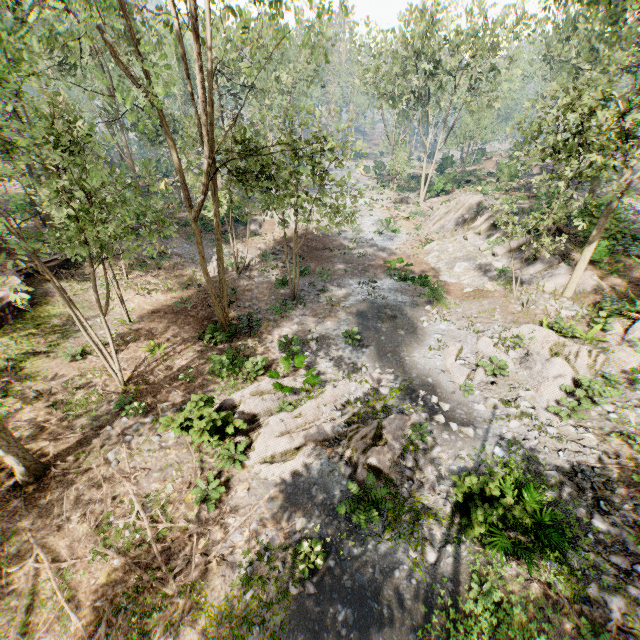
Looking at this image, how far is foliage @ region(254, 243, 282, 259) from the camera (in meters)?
24.17

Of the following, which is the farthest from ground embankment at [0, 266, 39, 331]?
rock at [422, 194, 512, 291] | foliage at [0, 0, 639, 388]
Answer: rock at [422, 194, 512, 291]

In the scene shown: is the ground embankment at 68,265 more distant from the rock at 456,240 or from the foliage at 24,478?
the rock at 456,240

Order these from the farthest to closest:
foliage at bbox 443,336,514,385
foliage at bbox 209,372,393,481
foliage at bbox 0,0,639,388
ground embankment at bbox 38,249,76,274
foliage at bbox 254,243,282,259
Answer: foliage at bbox 254,243,282,259
ground embankment at bbox 38,249,76,274
foliage at bbox 443,336,514,385
foliage at bbox 209,372,393,481
foliage at bbox 0,0,639,388

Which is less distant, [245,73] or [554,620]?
[554,620]

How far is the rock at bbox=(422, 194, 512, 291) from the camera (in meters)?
20.52

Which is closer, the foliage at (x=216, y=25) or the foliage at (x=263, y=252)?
the foliage at (x=216, y=25)

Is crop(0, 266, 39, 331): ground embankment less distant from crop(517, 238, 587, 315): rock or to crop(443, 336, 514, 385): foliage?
crop(443, 336, 514, 385): foliage
